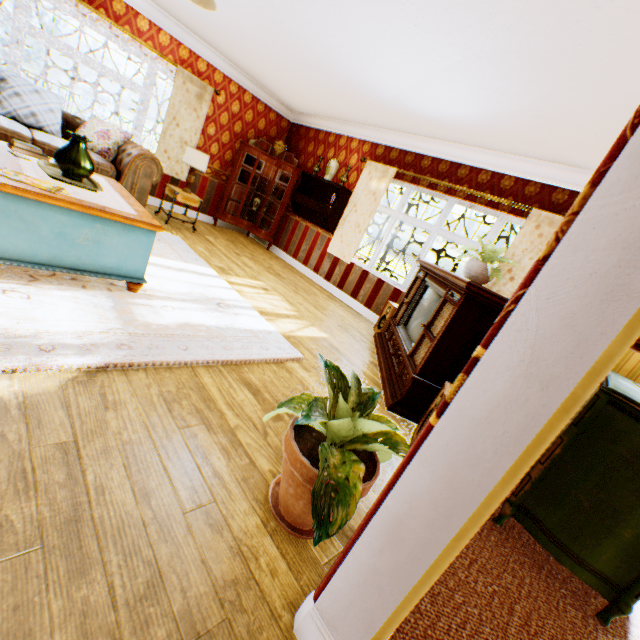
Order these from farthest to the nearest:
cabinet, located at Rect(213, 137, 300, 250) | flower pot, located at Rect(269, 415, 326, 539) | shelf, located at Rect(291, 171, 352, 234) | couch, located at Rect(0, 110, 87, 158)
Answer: cabinet, located at Rect(213, 137, 300, 250)
shelf, located at Rect(291, 171, 352, 234)
couch, located at Rect(0, 110, 87, 158)
flower pot, located at Rect(269, 415, 326, 539)

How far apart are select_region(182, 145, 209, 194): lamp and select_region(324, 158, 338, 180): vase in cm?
228

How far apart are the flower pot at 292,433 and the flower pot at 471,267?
2.6m

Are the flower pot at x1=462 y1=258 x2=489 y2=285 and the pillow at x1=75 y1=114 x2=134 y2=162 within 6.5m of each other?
yes

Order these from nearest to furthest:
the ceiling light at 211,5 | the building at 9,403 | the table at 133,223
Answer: the building at 9,403 → the table at 133,223 → the ceiling light at 211,5

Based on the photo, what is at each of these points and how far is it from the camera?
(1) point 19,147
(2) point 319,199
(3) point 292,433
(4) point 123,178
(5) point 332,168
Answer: (1) book, 2.9 meters
(2) shelf, 7.1 meters
(3) flower pot, 1.5 meters
(4) couch, 4.9 meters
(5) vase, 6.6 meters

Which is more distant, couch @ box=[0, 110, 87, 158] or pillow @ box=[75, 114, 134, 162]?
pillow @ box=[75, 114, 134, 162]

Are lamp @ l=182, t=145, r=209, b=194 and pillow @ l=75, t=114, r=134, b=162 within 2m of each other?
yes
